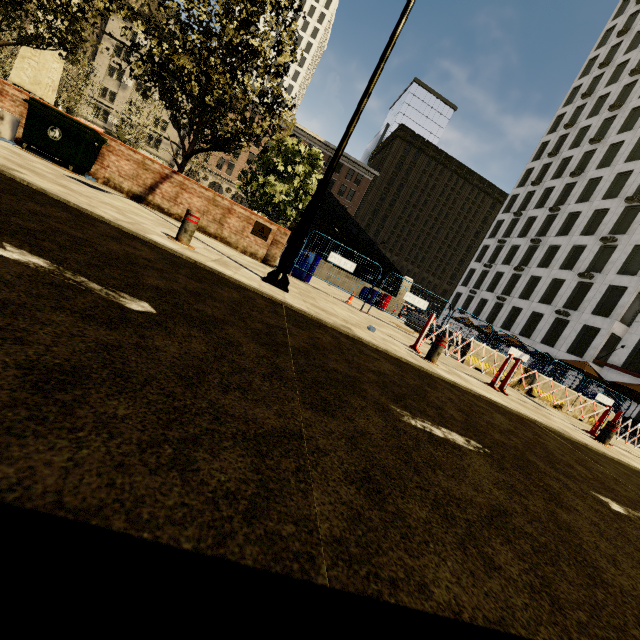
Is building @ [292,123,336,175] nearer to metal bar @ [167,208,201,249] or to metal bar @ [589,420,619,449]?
metal bar @ [167,208,201,249]

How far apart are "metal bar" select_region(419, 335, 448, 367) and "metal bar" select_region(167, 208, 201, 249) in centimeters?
461cm

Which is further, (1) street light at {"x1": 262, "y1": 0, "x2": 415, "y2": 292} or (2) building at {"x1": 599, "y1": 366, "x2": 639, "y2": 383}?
(2) building at {"x1": 599, "y1": 366, "x2": 639, "y2": 383}

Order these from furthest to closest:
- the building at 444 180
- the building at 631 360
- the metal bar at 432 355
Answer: the building at 444 180 → the building at 631 360 → the metal bar at 432 355

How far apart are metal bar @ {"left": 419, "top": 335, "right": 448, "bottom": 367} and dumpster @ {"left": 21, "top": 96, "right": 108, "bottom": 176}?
9.0 meters

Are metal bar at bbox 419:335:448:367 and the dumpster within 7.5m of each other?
no

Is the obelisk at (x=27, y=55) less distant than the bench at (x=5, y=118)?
No

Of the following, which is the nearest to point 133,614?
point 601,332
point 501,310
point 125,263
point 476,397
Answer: point 125,263
